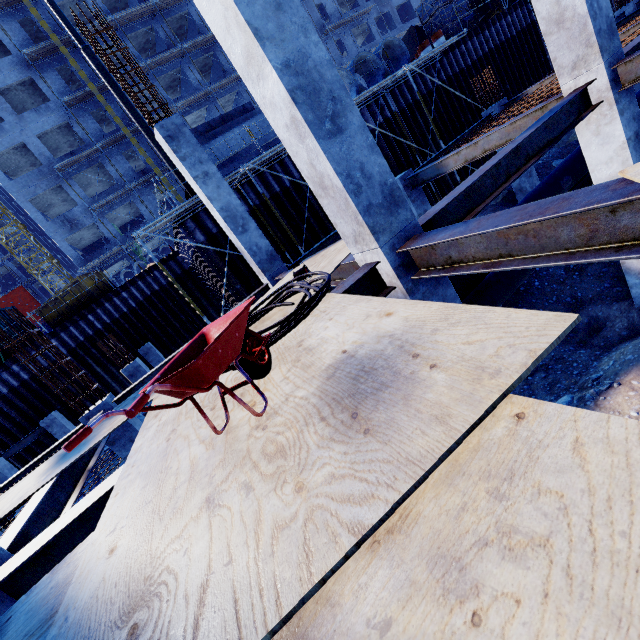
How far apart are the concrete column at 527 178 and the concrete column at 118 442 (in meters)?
14.35

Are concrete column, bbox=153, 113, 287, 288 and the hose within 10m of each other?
yes

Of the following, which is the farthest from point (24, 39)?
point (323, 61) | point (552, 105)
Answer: point (552, 105)

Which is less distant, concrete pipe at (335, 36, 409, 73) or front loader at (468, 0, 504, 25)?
concrete pipe at (335, 36, 409, 73)

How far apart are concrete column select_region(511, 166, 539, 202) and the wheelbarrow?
12.8 meters

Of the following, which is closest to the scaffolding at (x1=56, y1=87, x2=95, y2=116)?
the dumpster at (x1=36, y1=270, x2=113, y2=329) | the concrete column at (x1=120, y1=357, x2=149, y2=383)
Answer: the dumpster at (x1=36, y1=270, x2=113, y2=329)

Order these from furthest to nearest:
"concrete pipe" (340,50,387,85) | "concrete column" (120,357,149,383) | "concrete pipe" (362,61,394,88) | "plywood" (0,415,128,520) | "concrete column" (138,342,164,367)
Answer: "concrete column" (138,342,164,367), "concrete pipe" (362,61,394,88), "concrete pipe" (340,50,387,85), "concrete column" (120,357,149,383), "plywood" (0,415,128,520)

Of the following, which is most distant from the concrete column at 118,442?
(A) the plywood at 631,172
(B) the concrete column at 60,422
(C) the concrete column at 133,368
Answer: (B) the concrete column at 60,422
